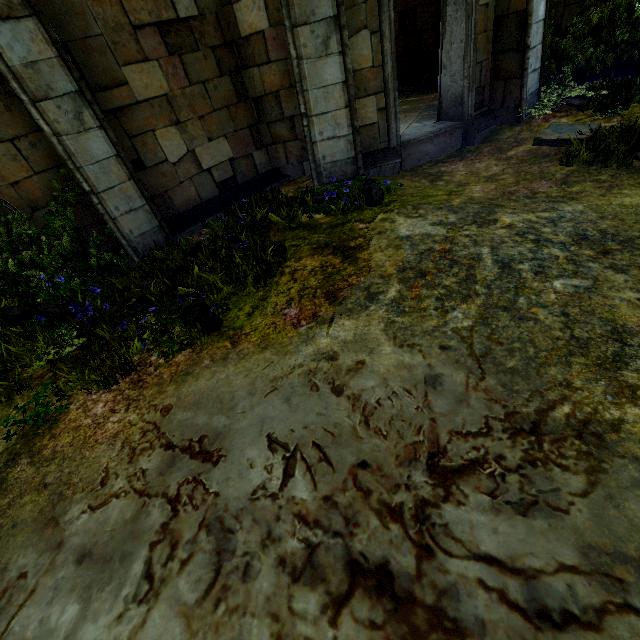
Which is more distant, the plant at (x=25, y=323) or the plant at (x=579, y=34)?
the plant at (x=579, y=34)

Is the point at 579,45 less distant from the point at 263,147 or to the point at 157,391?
the point at 263,147

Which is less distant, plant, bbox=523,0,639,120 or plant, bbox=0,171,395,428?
plant, bbox=0,171,395,428
